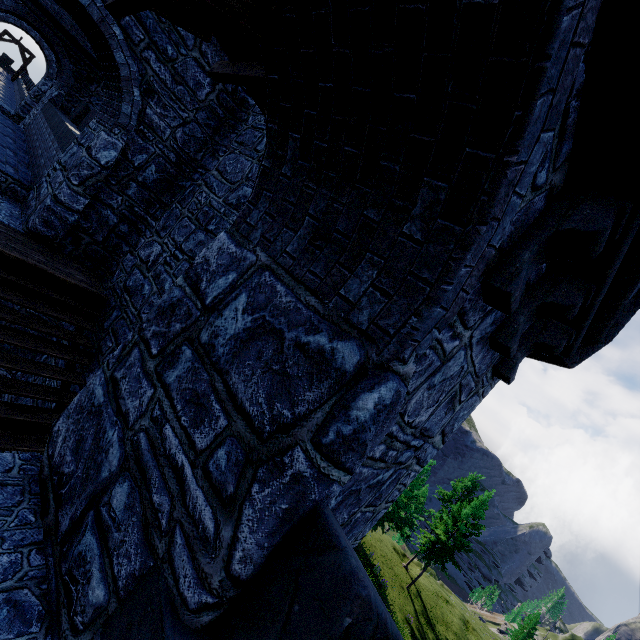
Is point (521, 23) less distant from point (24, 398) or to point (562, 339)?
point (562, 339)
